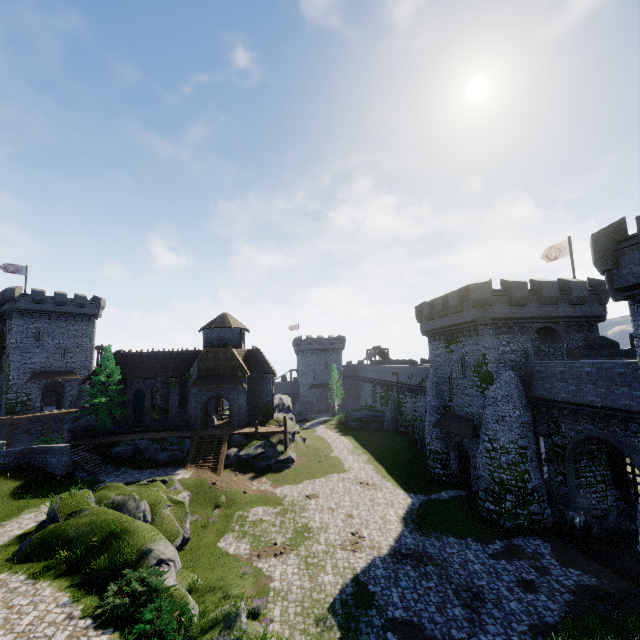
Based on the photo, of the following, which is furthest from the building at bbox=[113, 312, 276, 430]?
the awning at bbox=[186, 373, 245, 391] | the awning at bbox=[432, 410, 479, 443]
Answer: the awning at bbox=[432, 410, 479, 443]

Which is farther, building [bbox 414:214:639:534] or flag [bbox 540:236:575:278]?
flag [bbox 540:236:575:278]

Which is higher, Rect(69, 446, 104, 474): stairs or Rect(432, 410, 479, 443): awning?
Rect(432, 410, 479, 443): awning

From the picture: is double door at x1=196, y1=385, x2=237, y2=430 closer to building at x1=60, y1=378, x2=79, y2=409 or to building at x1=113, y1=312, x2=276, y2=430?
building at x1=113, y1=312, x2=276, y2=430

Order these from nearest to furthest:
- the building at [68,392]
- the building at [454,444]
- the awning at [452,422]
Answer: the awning at [452,422] → the building at [454,444] → the building at [68,392]

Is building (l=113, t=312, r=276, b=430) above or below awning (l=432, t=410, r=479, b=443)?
above

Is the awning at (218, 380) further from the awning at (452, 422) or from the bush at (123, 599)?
the bush at (123, 599)

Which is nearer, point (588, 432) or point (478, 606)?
point (478, 606)
